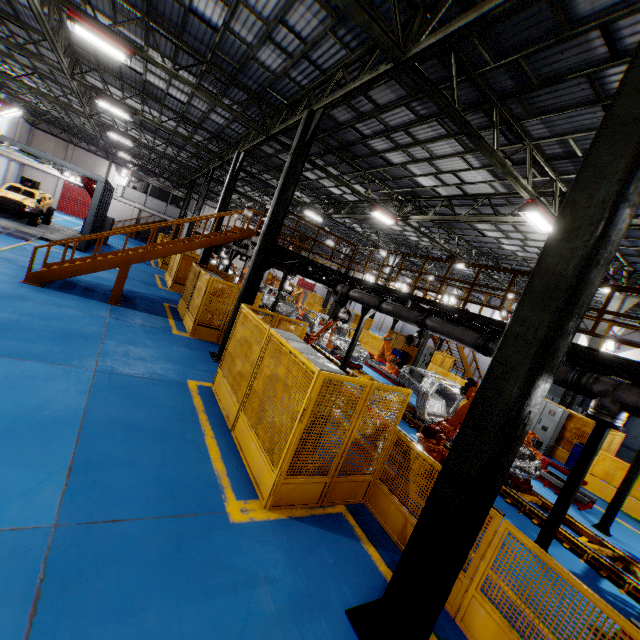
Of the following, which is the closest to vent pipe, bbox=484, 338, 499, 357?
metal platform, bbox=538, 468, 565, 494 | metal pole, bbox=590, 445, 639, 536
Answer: metal pole, bbox=590, 445, 639, 536

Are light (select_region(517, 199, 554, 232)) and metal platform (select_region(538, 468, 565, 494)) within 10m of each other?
yes

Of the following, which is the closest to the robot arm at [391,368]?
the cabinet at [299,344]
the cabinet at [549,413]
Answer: the cabinet at [549,413]

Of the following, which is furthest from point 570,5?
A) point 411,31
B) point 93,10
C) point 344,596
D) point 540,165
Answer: A: point 93,10

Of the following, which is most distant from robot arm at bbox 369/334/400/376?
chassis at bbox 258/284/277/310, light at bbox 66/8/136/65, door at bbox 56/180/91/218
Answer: door at bbox 56/180/91/218

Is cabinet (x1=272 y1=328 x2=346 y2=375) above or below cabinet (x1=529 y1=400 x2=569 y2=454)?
above

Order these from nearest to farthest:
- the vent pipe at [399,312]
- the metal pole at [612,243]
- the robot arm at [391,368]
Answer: the metal pole at [612,243] < the vent pipe at [399,312] < the robot arm at [391,368]

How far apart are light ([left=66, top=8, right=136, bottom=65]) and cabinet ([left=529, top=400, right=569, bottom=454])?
19.89m
